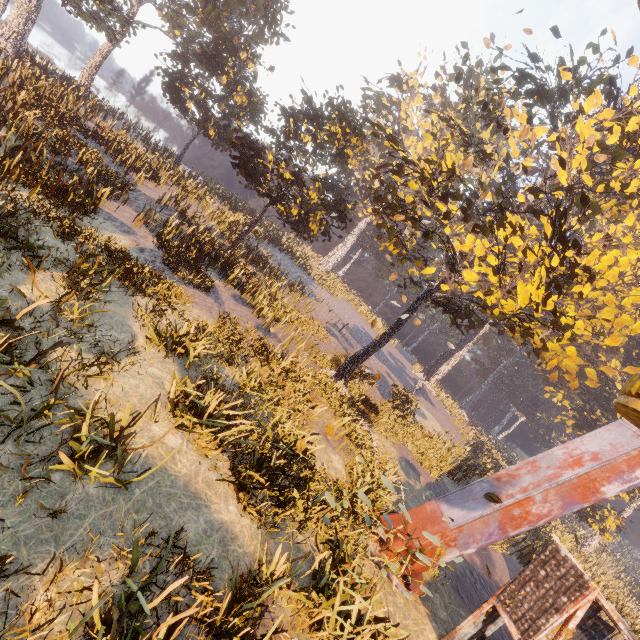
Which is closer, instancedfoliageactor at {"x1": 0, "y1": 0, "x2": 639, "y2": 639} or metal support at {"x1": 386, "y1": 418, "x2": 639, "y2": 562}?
instancedfoliageactor at {"x1": 0, "y1": 0, "x2": 639, "y2": 639}

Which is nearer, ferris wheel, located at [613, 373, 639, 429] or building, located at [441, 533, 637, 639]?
ferris wheel, located at [613, 373, 639, 429]

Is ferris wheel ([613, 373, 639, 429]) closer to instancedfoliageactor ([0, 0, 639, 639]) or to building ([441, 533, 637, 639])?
building ([441, 533, 637, 639])

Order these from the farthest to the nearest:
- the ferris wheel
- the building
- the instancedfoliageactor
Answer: the building → the instancedfoliageactor → the ferris wheel

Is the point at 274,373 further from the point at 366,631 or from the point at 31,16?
the point at 31,16

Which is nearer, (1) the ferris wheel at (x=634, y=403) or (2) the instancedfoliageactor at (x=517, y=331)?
(1) the ferris wheel at (x=634, y=403)

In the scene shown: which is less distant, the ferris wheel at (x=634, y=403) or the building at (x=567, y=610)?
the ferris wheel at (x=634, y=403)

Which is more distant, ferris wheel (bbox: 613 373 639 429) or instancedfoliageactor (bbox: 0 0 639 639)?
instancedfoliageactor (bbox: 0 0 639 639)
